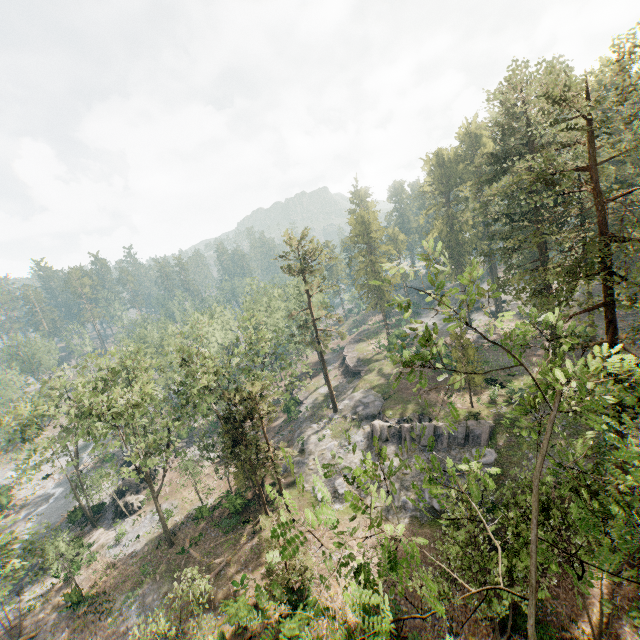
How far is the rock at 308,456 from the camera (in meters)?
32.34

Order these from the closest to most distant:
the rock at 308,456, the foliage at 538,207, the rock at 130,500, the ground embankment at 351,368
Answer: the foliage at 538,207 < the rock at 308,456 < the rock at 130,500 < the ground embankment at 351,368

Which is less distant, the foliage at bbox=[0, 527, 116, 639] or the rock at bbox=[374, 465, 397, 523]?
the foliage at bbox=[0, 527, 116, 639]

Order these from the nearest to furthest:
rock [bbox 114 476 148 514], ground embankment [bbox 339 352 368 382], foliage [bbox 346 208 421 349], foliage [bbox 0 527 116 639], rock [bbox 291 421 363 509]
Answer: foliage [bbox 346 208 421 349] < foliage [bbox 0 527 116 639] < rock [bbox 291 421 363 509] < rock [bbox 114 476 148 514] < ground embankment [bbox 339 352 368 382]

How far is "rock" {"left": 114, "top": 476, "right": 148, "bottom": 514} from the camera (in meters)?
38.94

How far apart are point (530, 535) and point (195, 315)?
56.7 meters

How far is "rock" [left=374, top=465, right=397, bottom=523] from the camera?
28.1 meters

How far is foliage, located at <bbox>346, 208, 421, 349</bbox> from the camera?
9.02m
